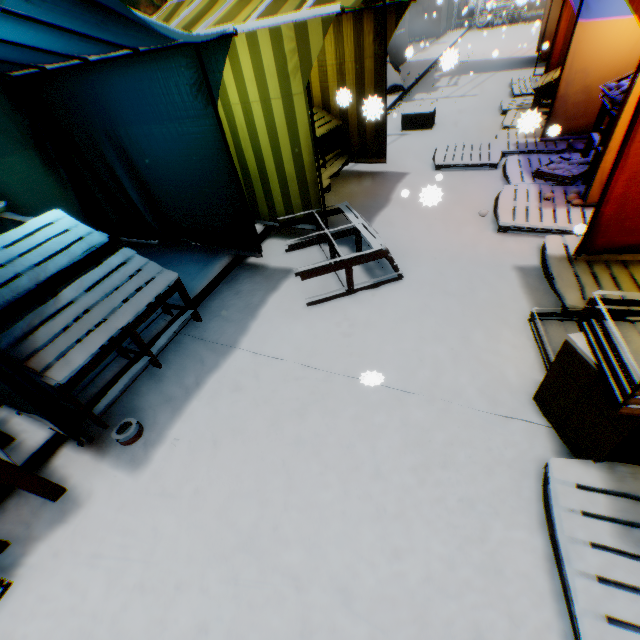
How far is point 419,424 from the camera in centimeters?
233cm

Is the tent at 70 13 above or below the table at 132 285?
above

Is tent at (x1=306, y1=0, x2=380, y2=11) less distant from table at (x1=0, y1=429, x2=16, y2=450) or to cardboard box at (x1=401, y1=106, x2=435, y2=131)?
table at (x1=0, y1=429, x2=16, y2=450)

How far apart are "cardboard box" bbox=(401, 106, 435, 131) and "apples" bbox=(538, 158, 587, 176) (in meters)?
3.60

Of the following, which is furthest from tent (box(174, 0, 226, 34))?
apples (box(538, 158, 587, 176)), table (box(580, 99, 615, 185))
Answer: apples (box(538, 158, 587, 176))

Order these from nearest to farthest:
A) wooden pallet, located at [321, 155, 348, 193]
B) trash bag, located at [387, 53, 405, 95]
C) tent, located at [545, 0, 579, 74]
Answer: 1. wooden pallet, located at [321, 155, 348, 193]
2. tent, located at [545, 0, 579, 74]
3. trash bag, located at [387, 53, 405, 95]

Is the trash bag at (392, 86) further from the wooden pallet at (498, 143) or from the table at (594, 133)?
the table at (594, 133)

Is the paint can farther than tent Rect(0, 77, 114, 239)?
No
